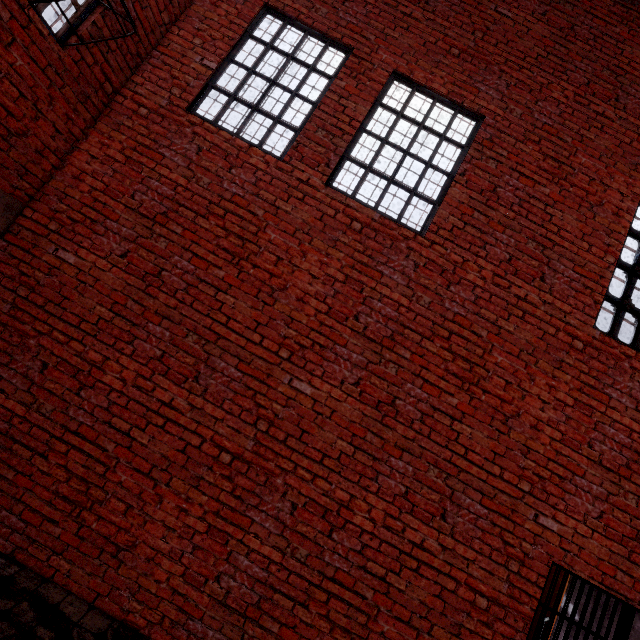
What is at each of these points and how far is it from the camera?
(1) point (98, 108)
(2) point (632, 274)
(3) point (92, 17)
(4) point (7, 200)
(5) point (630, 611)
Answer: (1) trim, 3.9 meters
(2) window, 4.1 meters
(3) trim, 3.4 meters
(4) foundation, 3.5 meters
(5) metal bar, 3.4 meters

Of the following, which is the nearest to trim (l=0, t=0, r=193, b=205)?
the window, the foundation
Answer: the foundation

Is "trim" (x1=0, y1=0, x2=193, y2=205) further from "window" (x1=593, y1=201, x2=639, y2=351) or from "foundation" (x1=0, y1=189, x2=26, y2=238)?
"window" (x1=593, y1=201, x2=639, y2=351)

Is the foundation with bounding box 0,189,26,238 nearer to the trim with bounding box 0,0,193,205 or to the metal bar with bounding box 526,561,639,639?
the trim with bounding box 0,0,193,205

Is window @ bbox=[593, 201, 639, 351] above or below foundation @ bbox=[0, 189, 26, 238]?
above

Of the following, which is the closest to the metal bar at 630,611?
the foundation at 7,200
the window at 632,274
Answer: the window at 632,274

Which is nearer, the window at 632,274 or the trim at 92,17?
the trim at 92,17
